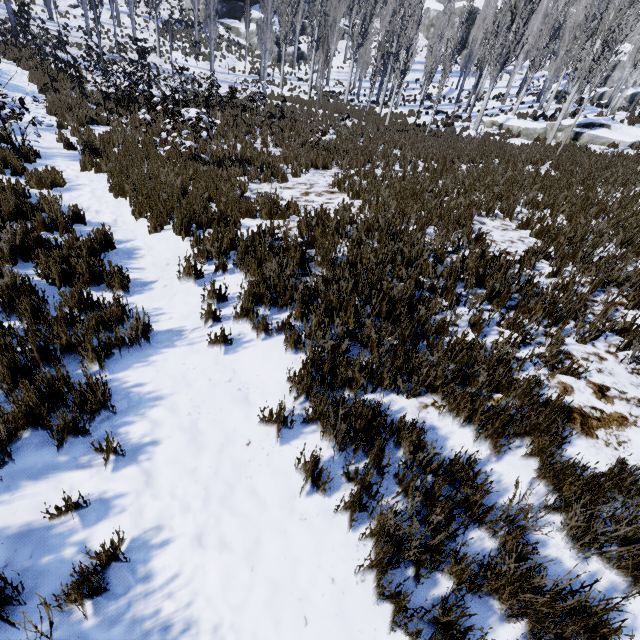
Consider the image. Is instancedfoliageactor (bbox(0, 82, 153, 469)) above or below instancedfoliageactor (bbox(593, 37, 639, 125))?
below

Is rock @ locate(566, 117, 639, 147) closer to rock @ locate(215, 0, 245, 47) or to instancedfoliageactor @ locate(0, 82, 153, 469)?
instancedfoliageactor @ locate(0, 82, 153, 469)

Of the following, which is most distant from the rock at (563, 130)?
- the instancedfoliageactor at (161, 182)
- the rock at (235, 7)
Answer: the rock at (235, 7)

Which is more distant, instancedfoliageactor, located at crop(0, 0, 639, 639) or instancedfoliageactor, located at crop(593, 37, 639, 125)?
instancedfoliageactor, located at crop(593, 37, 639, 125)

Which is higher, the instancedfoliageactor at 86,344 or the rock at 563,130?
the rock at 563,130

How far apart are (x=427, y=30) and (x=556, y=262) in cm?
5976

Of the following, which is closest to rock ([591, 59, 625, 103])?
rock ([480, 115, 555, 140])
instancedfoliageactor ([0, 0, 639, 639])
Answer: instancedfoliageactor ([0, 0, 639, 639])
